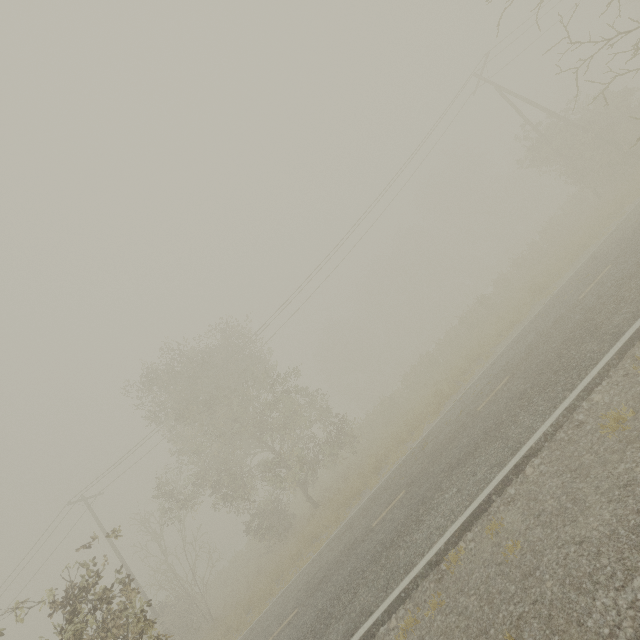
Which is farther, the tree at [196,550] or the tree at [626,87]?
the tree at [196,550]

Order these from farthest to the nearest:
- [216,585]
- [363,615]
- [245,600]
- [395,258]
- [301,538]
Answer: [395,258] → [216,585] → [245,600] → [301,538] → [363,615]

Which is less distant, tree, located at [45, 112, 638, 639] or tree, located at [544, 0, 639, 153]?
tree, located at [544, 0, 639, 153]
